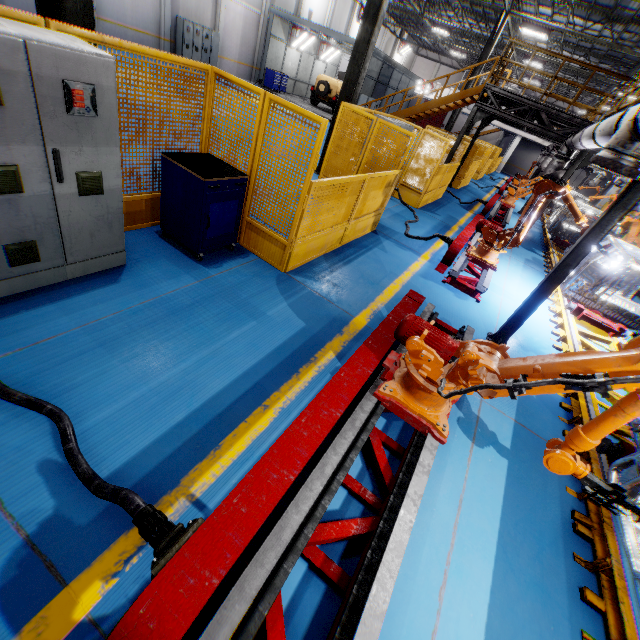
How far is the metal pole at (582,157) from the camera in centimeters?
986cm

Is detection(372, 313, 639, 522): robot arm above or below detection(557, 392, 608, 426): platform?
above

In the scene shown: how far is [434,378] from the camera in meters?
2.9

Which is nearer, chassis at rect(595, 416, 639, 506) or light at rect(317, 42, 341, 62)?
chassis at rect(595, 416, 639, 506)

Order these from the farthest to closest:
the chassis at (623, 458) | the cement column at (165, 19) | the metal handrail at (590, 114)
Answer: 1. the cement column at (165, 19)
2. the metal handrail at (590, 114)
3. the chassis at (623, 458)

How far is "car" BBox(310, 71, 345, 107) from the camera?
23.17m

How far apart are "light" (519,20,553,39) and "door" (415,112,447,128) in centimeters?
3123cm

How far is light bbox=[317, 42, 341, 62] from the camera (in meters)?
25.70
